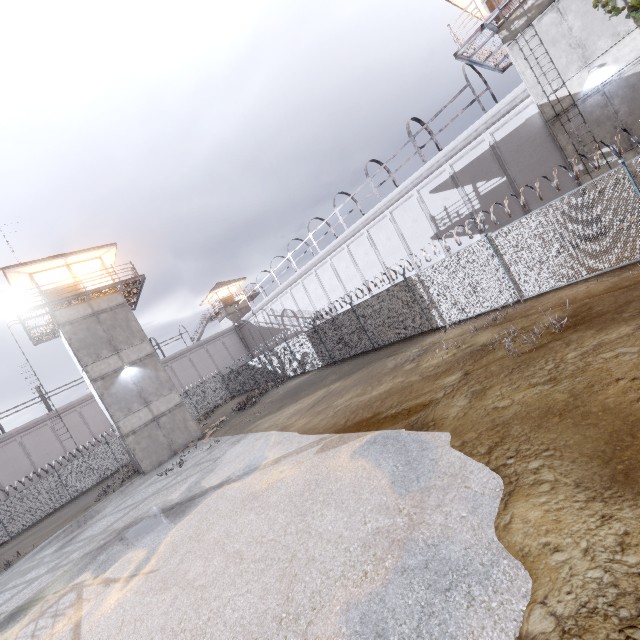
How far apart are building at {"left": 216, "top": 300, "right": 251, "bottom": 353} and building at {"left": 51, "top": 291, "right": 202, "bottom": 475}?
23.62m

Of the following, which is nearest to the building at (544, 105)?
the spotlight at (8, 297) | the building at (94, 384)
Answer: the building at (94, 384)

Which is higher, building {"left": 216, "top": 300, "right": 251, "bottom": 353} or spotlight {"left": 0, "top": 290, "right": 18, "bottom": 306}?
spotlight {"left": 0, "top": 290, "right": 18, "bottom": 306}

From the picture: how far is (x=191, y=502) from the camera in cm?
1074

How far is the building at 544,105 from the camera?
14.8m

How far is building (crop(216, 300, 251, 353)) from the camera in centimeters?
4638cm

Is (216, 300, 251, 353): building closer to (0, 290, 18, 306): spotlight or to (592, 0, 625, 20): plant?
(0, 290, 18, 306): spotlight

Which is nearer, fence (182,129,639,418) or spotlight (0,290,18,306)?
fence (182,129,639,418)
